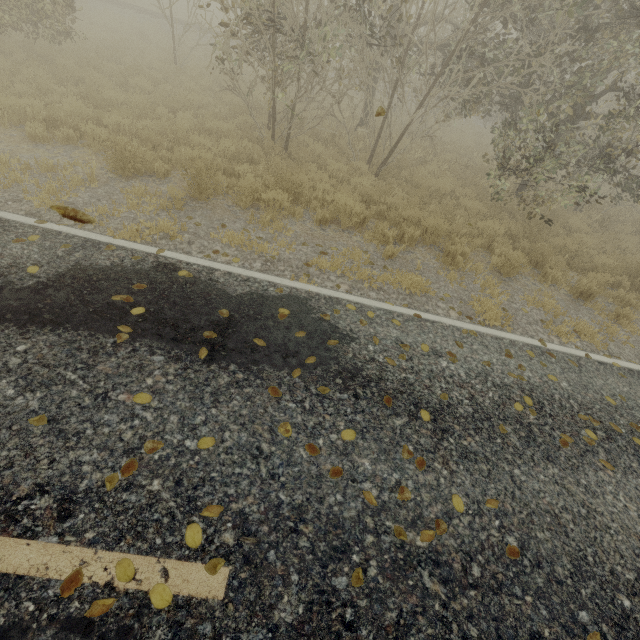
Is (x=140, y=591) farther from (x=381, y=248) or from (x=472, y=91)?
(x=472, y=91)
